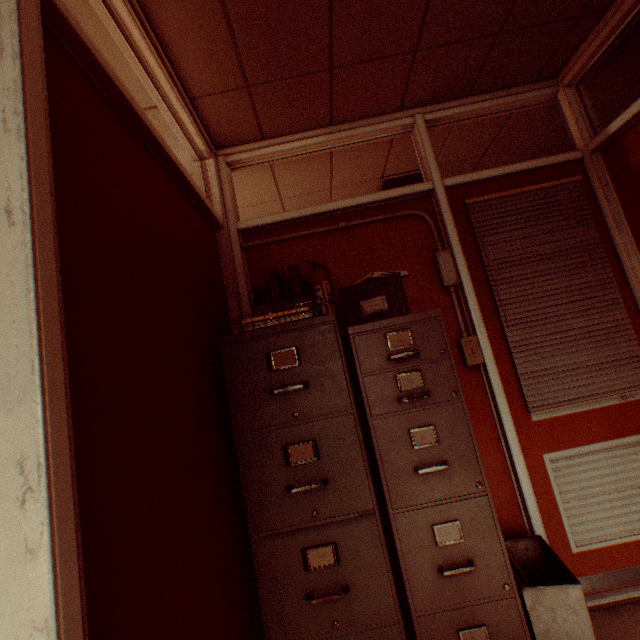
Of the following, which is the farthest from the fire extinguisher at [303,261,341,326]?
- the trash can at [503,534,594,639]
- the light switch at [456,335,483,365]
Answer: the trash can at [503,534,594,639]

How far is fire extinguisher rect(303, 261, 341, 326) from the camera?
2.2 meters

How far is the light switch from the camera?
2.2 meters

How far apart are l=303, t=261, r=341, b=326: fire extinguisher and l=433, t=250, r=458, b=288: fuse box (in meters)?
0.89

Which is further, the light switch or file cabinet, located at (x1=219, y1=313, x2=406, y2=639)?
the light switch

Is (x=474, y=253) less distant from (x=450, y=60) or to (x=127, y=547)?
(x=450, y=60)

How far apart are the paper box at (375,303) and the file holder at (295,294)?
0.3m

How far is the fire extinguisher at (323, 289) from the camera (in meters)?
2.16
